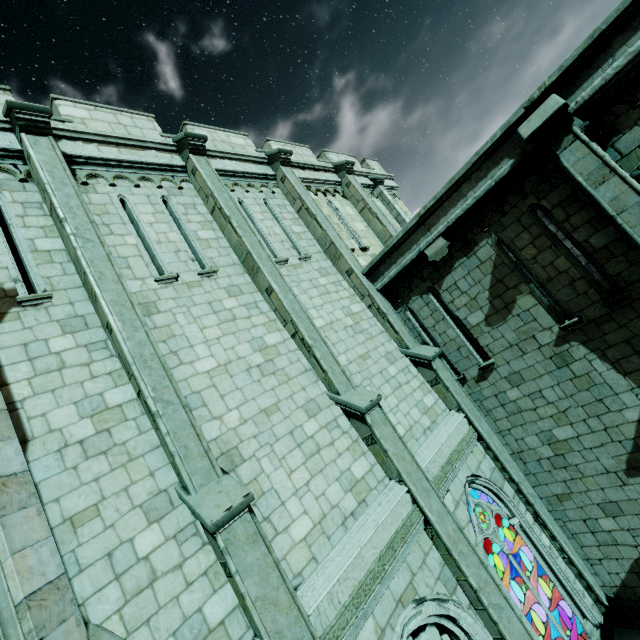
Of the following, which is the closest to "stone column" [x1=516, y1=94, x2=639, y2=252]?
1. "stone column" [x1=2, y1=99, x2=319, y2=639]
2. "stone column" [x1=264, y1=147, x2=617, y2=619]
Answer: "stone column" [x1=264, y1=147, x2=617, y2=619]

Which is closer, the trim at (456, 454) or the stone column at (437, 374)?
the trim at (456, 454)

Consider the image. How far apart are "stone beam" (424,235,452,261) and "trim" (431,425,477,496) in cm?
442

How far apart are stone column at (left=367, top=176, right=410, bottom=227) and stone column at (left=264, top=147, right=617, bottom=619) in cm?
544

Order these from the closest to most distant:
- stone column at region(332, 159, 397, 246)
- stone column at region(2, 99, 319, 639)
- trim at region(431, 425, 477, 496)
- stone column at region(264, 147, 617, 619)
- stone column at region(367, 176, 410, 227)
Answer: stone column at region(2, 99, 319, 639) → trim at region(431, 425, 477, 496) → stone column at region(264, 147, 617, 619) → stone column at region(332, 159, 397, 246) → stone column at region(367, 176, 410, 227)

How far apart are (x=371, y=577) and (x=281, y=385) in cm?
353

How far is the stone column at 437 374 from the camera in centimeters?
770cm

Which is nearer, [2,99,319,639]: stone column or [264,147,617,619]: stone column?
[2,99,319,639]: stone column
